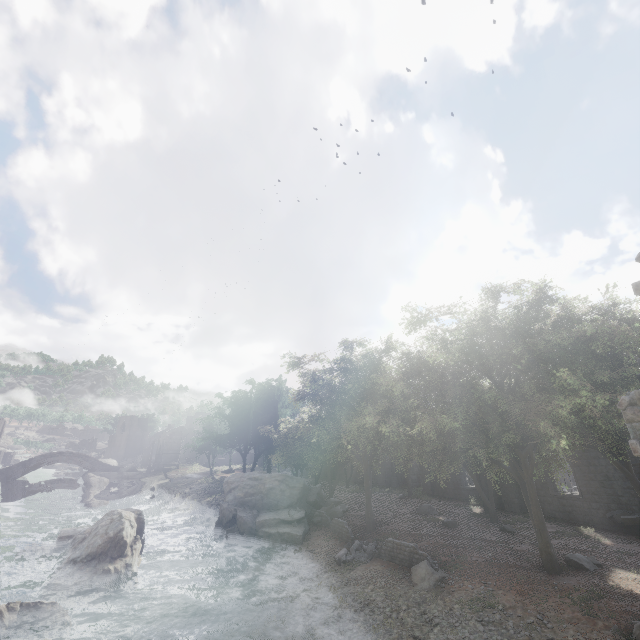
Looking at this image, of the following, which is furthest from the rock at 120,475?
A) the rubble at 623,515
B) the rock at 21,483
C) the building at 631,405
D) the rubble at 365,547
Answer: the rubble at 623,515

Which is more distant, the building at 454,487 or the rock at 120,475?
the rock at 120,475

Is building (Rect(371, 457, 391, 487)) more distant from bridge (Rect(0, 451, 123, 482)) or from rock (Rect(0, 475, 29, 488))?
bridge (Rect(0, 451, 123, 482))

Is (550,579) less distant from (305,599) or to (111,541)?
(305,599)

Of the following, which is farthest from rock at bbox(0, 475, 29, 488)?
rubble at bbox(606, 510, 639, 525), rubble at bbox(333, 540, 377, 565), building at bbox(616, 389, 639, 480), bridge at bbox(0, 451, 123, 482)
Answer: rubble at bbox(606, 510, 639, 525)

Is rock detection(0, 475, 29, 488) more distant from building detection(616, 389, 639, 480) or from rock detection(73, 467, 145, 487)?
rock detection(73, 467, 145, 487)

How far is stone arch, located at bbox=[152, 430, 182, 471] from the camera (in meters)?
54.99

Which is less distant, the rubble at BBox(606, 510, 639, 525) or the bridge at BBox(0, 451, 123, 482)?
the rubble at BBox(606, 510, 639, 525)
